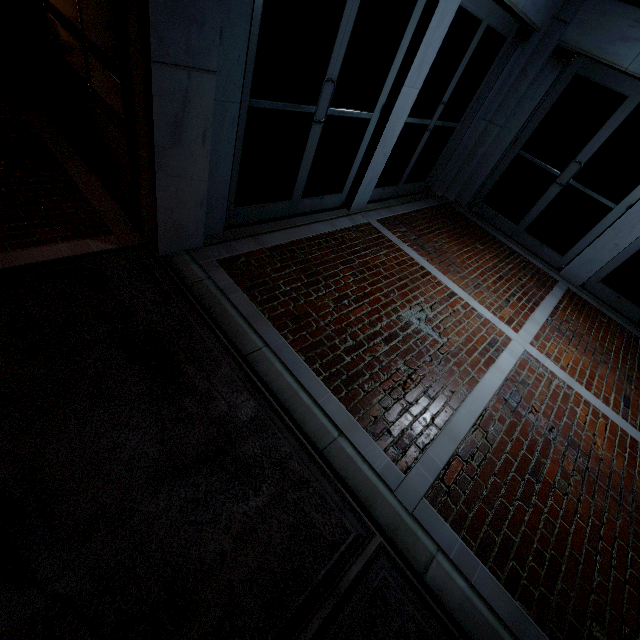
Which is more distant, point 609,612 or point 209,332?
point 209,332
